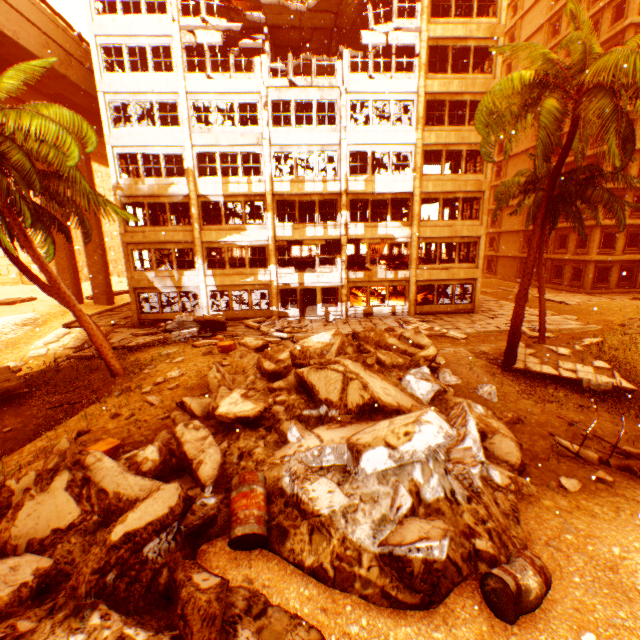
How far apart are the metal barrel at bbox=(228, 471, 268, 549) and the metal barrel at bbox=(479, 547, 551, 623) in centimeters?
293cm

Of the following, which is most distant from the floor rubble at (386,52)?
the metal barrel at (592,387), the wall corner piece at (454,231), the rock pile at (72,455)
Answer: the metal barrel at (592,387)

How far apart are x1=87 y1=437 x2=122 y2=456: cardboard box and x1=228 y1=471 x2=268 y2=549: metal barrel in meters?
1.9 m

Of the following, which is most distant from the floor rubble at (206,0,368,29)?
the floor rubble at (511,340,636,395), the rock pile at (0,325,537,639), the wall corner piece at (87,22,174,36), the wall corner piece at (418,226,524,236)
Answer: the floor rubble at (511,340,636,395)

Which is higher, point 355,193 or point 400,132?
point 400,132

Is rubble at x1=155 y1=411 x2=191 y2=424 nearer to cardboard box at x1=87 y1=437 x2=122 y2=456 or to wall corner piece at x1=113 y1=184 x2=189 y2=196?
wall corner piece at x1=113 y1=184 x2=189 y2=196

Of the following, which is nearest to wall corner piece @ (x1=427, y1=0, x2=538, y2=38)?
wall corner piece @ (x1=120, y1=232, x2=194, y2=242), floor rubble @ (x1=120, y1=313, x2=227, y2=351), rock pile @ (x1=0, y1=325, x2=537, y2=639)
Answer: floor rubble @ (x1=120, y1=313, x2=227, y2=351)

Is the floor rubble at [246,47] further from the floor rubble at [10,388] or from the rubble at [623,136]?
the floor rubble at [10,388]
